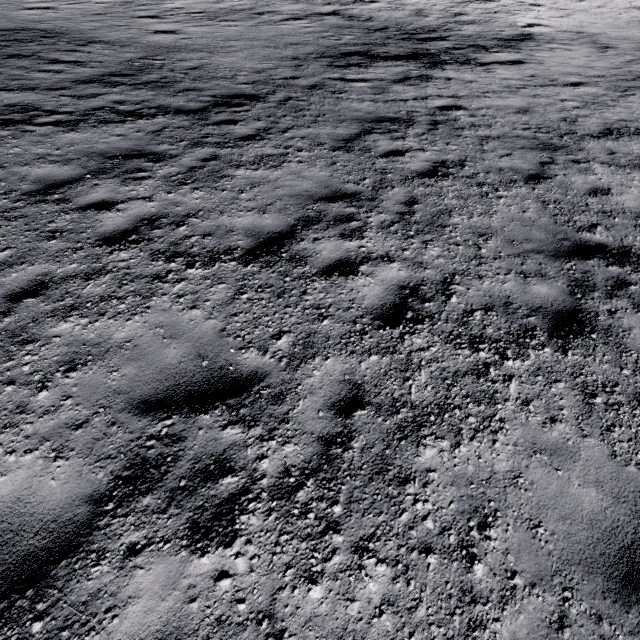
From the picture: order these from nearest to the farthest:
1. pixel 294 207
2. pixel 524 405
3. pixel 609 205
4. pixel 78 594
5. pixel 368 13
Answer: pixel 78 594 < pixel 524 405 < pixel 294 207 < pixel 609 205 < pixel 368 13
